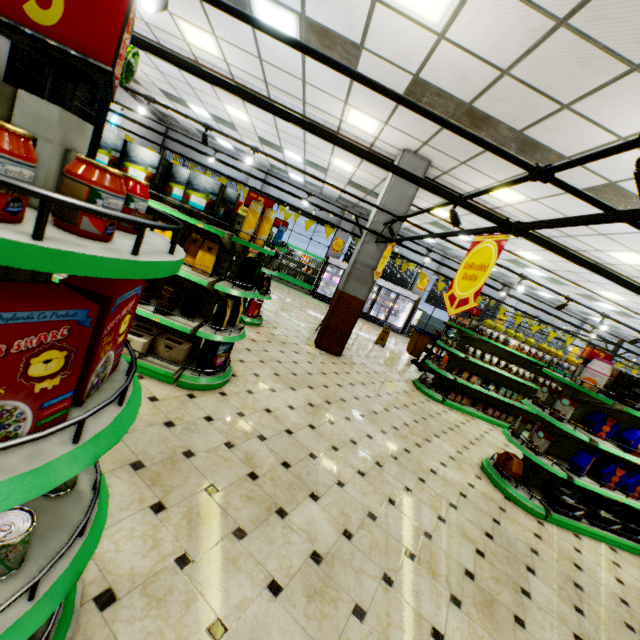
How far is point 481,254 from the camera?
2.8m

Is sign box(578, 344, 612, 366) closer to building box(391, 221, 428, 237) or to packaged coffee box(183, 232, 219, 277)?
building box(391, 221, 428, 237)

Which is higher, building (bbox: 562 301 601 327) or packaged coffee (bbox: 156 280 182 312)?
building (bbox: 562 301 601 327)

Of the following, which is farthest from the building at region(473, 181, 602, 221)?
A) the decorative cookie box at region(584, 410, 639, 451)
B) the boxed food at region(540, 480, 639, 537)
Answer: the decorative cookie box at region(584, 410, 639, 451)

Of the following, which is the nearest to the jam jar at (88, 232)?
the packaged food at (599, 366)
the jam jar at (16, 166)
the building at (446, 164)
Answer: the jam jar at (16, 166)

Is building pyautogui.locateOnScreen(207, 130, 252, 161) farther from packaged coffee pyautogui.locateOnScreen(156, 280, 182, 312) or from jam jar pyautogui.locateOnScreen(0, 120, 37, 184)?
jam jar pyautogui.locateOnScreen(0, 120, 37, 184)

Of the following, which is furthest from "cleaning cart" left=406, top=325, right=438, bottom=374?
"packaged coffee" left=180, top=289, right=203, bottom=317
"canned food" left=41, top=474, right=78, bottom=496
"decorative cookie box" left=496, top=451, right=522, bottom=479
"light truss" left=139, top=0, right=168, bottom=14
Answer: "canned food" left=41, top=474, right=78, bottom=496

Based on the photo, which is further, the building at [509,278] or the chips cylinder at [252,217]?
the building at [509,278]
